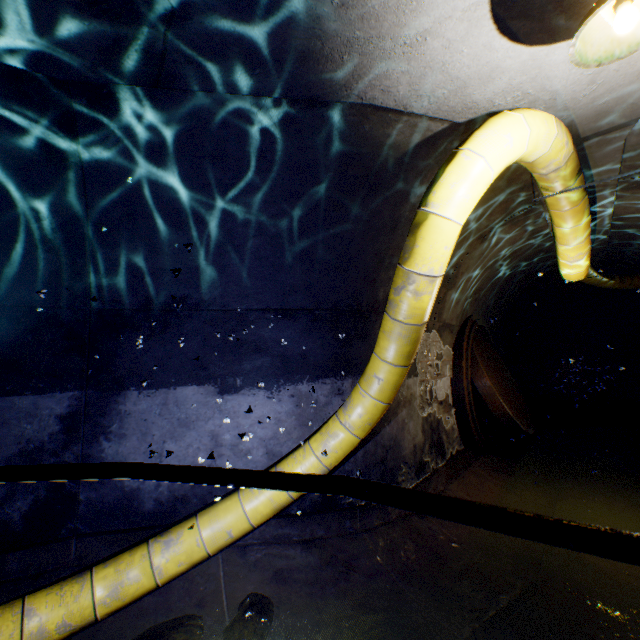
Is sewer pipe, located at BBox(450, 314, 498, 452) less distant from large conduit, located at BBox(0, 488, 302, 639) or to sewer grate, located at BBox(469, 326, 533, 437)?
sewer grate, located at BBox(469, 326, 533, 437)

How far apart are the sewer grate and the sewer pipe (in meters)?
0.01

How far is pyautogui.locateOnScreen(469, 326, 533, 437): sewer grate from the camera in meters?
6.2 m

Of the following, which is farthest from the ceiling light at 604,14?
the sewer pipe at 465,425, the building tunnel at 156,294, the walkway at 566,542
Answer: the sewer pipe at 465,425

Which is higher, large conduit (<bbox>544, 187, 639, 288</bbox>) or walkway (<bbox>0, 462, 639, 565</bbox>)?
large conduit (<bbox>544, 187, 639, 288</bbox>)

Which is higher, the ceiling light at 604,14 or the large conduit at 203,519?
the ceiling light at 604,14

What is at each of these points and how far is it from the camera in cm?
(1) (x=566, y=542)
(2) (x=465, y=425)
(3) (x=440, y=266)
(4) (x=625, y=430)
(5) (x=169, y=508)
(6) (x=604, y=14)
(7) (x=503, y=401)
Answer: (1) walkway, 55
(2) sewer pipe, 631
(3) large conduit, 281
(4) building tunnel, 1008
(5) building tunnel, 375
(6) ceiling light, 175
(7) sewer grate, 643

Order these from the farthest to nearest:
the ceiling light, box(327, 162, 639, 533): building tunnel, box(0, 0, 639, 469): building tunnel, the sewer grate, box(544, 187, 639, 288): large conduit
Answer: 1. the sewer grate
2. box(327, 162, 639, 533): building tunnel
3. box(544, 187, 639, 288): large conduit
4. box(0, 0, 639, 469): building tunnel
5. the ceiling light
